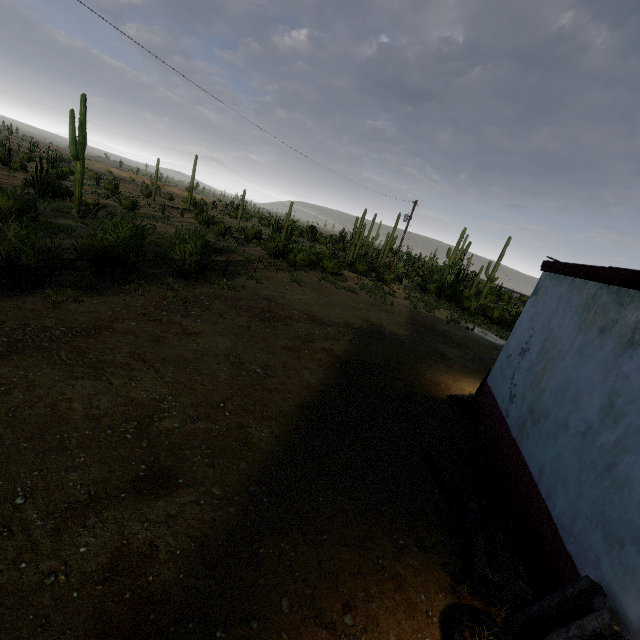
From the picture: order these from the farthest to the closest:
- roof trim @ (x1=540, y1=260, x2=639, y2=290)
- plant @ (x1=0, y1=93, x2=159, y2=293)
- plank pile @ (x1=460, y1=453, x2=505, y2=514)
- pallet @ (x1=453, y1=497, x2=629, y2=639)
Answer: plant @ (x1=0, y1=93, x2=159, y2=293)
plank pile @ (x1=460, y1=453, x2=505, y2=514)
roof trim @ (x1=540, y1=260, x2=639, y2=290)
pallet @ (x1=453, y1=497, x2=629, y2=639)

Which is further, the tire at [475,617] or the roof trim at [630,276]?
the roof trim at [630,276]

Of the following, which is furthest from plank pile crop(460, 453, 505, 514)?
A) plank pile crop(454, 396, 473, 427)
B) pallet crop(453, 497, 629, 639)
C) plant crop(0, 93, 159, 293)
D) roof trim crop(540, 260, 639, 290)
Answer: plant crop(0, 93, 159, 293)

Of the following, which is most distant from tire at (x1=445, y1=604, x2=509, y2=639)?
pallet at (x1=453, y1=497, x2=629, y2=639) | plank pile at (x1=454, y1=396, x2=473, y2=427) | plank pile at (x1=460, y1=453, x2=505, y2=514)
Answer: plank pile at (x1=454, y1=396, x2=473, y2=427)

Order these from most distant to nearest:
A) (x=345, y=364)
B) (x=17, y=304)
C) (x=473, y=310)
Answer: (x=473, y=310) → (x=345, y=364) → (x=17, y=304)

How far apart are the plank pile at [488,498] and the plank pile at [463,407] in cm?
128

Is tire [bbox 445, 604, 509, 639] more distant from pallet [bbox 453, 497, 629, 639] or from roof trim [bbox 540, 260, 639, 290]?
roof trim [bbox 540, 260, 639, 290]

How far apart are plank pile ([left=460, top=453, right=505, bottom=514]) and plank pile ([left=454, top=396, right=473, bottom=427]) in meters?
1.3
